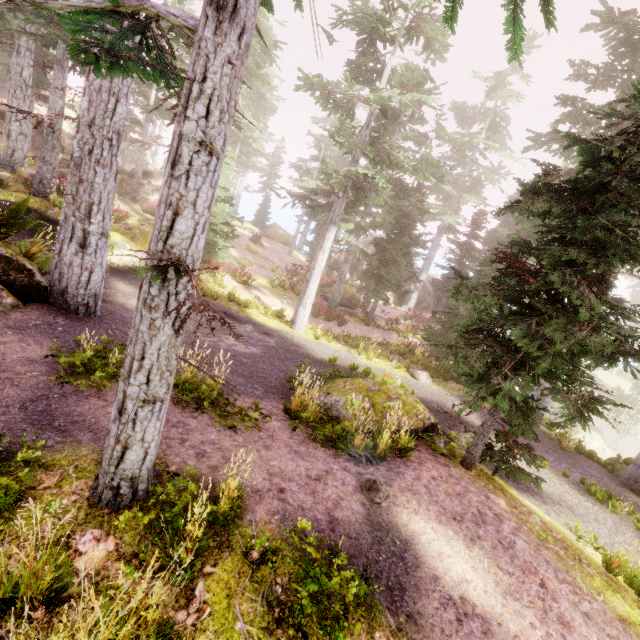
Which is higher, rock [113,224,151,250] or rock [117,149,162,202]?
rock [117,149,162,202]

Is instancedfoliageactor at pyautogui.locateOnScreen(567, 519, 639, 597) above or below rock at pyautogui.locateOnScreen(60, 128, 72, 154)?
below

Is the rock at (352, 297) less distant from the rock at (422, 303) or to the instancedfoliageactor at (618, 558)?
the instancedfoliageactor at (618, 558)

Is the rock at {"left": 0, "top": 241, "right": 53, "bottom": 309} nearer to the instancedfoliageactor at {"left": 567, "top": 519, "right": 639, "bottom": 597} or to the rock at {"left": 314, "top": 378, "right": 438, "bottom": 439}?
the instancedfoliageactor at {"left": 567, "top": 519, "right": 639, "bottom": 597}

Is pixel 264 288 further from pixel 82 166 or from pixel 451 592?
pixel 451 592

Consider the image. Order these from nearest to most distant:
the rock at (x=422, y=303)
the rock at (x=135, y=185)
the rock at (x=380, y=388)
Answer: the rock at (x=380, y=388) → the rock at (x=135, y=185) → the rock at (x=422, y=303)

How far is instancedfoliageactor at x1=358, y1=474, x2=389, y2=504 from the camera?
5.4 meters

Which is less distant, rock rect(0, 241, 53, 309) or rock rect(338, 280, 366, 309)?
rock rect(0, 241, 53, 309)
